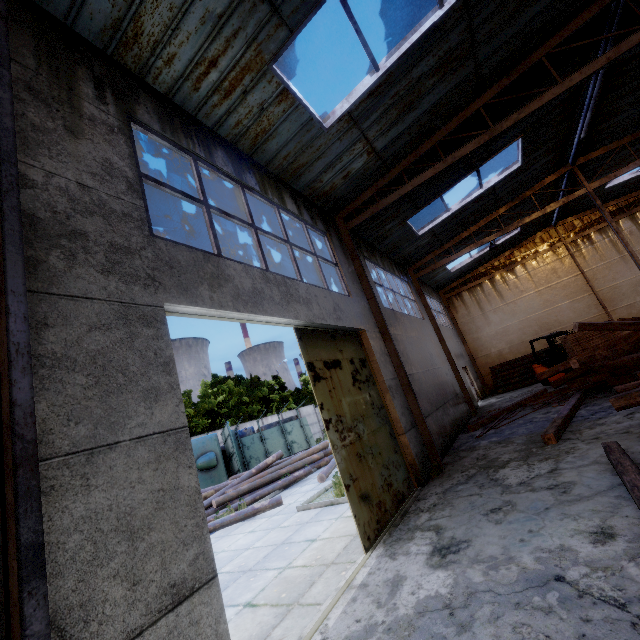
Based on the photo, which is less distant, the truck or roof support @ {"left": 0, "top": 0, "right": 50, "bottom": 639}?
roof support @ {"left": 0, "top": 0, "right": 50, "bottom": 639}

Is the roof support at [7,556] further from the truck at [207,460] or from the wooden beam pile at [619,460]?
the truck at [207,460]

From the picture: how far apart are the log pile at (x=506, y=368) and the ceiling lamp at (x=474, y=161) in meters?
15.0

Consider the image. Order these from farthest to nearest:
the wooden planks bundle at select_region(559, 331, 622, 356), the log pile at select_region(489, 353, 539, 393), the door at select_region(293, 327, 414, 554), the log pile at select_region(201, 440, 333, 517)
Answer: the log pile at select_region(489, 353, 539, 393) → the wooden planks bundle at select_region(559, 331, 622, 356) → the log pile at select_region(201, 440, 333, 517) → the door at select_region(293, 327, 414, 554)

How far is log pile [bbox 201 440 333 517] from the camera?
12.71m

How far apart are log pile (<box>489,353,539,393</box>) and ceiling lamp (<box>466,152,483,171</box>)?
14.98m

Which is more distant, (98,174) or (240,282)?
(240,282)

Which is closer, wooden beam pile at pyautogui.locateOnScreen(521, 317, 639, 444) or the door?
the door
